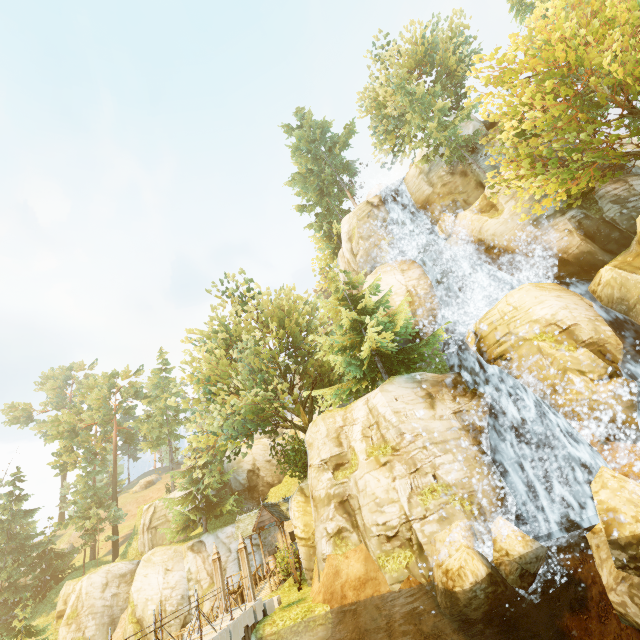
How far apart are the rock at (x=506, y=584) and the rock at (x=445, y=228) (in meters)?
19.39

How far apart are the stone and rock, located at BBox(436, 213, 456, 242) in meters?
24.9 m

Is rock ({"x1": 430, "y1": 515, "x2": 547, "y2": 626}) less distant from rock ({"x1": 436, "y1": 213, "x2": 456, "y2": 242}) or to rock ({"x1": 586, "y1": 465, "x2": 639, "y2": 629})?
rock ({"x1": 586, "y1": 465, "x2": 639, "y2": 629})

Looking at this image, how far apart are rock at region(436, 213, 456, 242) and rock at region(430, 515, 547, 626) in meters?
19.4 m

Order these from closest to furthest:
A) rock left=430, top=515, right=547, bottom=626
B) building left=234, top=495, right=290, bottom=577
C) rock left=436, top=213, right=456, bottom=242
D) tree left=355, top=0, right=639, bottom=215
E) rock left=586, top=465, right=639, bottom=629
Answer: rock left=586, top=465, right=639, bottom=629
rock left=430, top=515, right=547, bottom=626
tree left=355, top=0, right=639, bottom=215
building left=234, top=495, right=290, bottom=577
rock left=436, top=213, right=456, bottom=242

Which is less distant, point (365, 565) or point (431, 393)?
point (365, 565)

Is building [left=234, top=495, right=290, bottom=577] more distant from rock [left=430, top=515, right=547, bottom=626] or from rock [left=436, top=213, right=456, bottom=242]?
rock [left=436, top=213, right=456, bottom=242]

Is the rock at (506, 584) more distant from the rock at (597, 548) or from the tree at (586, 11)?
the tree at (586, 11)
